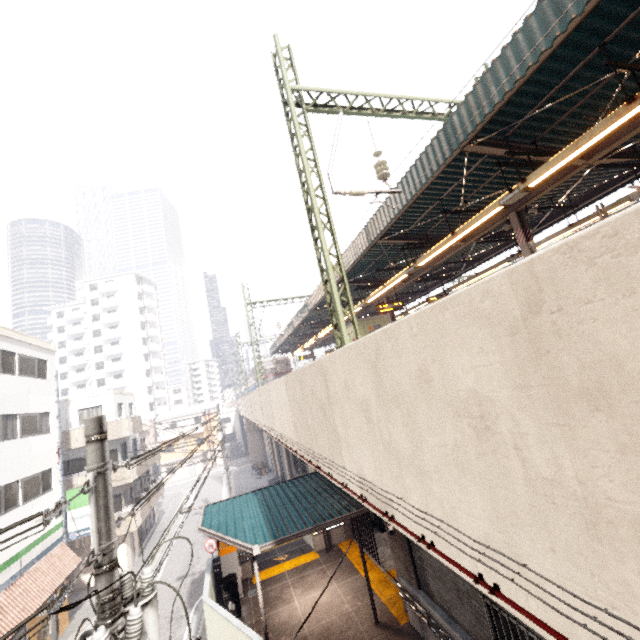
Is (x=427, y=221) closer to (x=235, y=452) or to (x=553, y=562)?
(x=553, y=562)

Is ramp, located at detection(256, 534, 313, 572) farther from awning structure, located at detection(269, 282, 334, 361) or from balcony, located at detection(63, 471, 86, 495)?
awning structure, located at detection(269, 282, 334, 361)

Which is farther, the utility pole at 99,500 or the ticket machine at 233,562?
the ticket machine at 233,562

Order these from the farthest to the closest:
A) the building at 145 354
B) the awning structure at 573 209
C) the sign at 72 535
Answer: the building at 145 354, the sign at 72 535, the awning structure at 573 209

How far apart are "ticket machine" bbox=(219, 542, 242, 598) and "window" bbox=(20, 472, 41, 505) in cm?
967

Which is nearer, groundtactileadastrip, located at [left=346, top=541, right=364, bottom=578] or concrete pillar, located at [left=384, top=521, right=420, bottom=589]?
concrete pillar, located at [left=384, top=521, right=420, bottom=589]

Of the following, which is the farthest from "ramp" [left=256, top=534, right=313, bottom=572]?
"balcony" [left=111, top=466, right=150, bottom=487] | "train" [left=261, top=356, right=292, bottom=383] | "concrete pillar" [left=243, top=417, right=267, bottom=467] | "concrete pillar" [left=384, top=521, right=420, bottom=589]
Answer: "concrete pillar" [left=243, top=417, right=267, bottom=467]

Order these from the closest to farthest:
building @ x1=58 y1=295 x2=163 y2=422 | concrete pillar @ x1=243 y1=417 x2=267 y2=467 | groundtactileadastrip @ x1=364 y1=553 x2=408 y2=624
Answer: groundtactileadastrip @ x1=364 y1=553 x2=408 y2=624 → concrete pillar @ x1=243 y1=417 x2=267 y2=467 → building @ x1=58 y1=295 x2=163 y2=422
